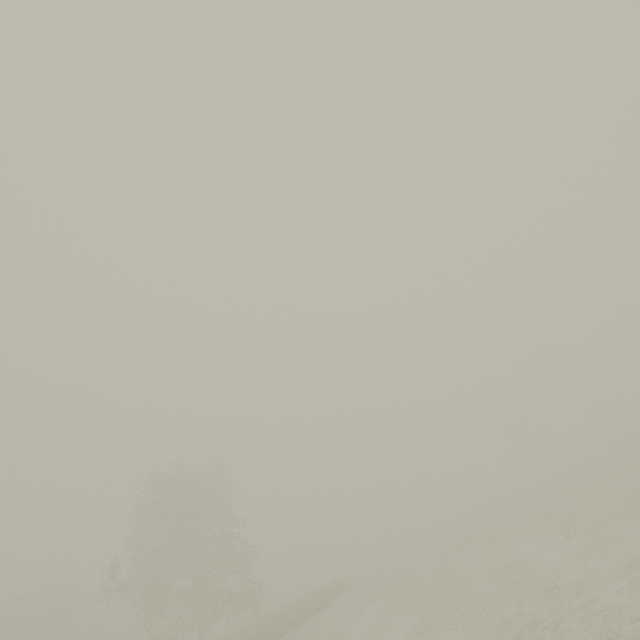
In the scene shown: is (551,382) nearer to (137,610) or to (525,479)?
(525,479)
